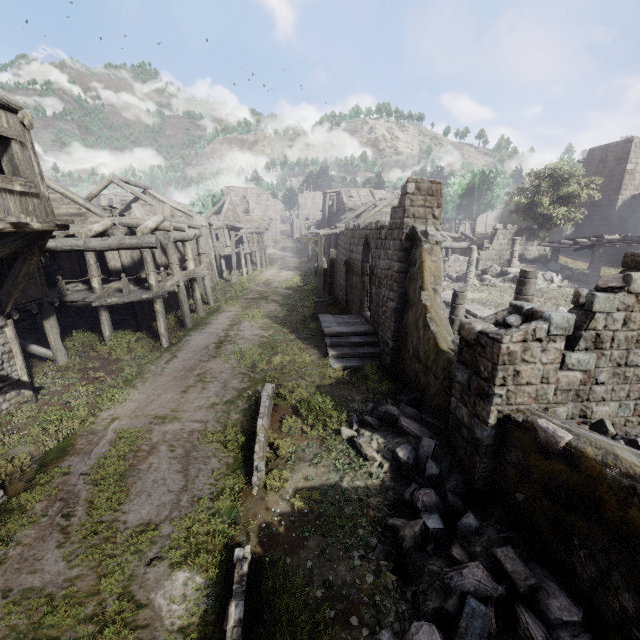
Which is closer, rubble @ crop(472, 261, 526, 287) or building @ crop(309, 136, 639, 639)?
building @ crop(309, 136, 639, 639)

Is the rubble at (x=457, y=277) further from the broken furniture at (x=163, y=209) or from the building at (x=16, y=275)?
the broken furniture at (x=163, y=209)

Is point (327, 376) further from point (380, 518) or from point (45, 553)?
point (45, 553)

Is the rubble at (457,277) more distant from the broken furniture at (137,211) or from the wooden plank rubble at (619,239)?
the broken furniture at (137,211)

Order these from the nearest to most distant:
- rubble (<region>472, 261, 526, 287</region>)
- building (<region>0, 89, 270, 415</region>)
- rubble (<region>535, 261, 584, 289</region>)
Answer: building (<region>0, 89, 270, 415</region>)
rubble (<region>535, 261, 584, 289</region>)
rubble (<region>472, 261, 526, 287</region>)

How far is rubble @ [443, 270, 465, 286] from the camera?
24.7m

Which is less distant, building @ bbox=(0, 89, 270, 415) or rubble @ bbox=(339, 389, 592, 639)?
rubble @ bbox=(339, 389, 592, 639)
